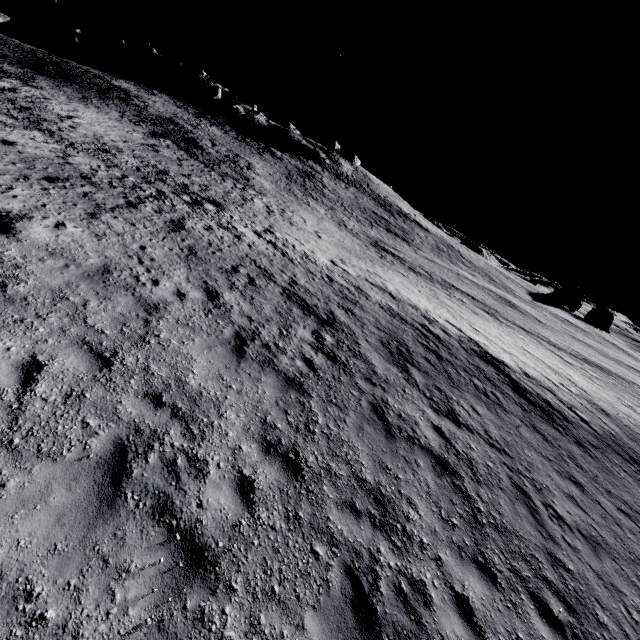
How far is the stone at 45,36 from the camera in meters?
58.8 m

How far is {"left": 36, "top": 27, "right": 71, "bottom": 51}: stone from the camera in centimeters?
5884cm

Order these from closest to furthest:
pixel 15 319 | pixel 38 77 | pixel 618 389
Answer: pixel 15 319 → pixel 618 389 → pixel 38 77
